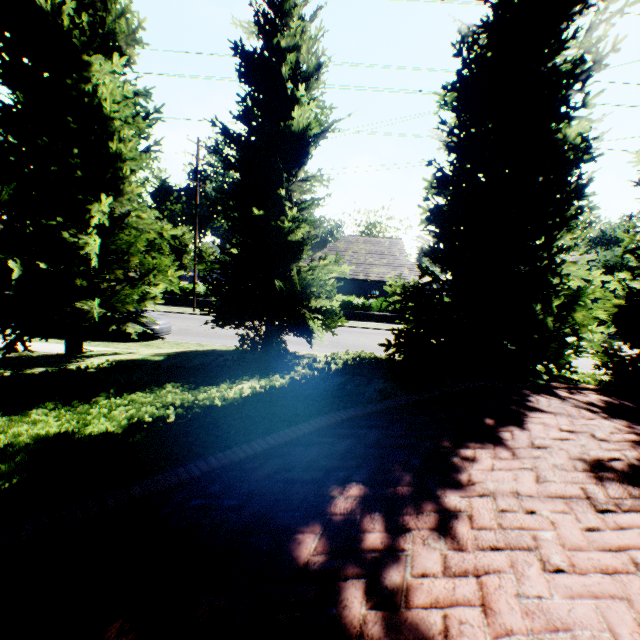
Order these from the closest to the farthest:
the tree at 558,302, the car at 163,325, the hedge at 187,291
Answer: the tree at 558,302 < the car at 163,325 < the hedge at 187,291

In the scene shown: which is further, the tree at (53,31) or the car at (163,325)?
the car at (163,325)

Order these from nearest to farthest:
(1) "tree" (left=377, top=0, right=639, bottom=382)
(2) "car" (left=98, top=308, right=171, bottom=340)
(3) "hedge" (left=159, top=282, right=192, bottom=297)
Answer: (1) "tree" (left=377, top=0, right=639, bottom=382), (2) "car" (left=98, top=308, right=171, bottom=340), (3) "hedge" (left=159, top=282, right=192, bottom=297)

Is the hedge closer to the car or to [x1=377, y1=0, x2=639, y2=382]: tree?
[x1=377, y1=0, x2=639, y2=382]: tree

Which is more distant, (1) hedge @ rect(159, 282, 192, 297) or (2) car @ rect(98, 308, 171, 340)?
(1) hedge @ rect(159, 282, 192, 297)

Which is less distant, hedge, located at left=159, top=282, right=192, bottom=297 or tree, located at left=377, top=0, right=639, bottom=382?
tree, located at left=377, top=0, right=639, bottom=382

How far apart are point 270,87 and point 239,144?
1.43m
